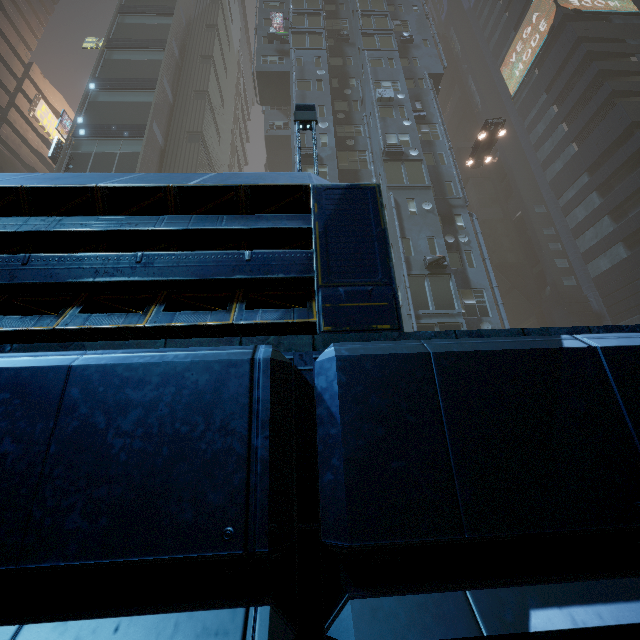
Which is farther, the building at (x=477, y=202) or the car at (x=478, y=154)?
the car at (x=478, y=154)

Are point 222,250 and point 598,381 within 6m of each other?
yes

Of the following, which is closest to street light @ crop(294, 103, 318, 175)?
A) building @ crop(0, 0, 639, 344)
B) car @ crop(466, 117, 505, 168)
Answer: building @ crop(0, 0, 639, 344)

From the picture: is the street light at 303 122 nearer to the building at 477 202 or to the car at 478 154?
the building at 477 202

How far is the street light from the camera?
6.01m

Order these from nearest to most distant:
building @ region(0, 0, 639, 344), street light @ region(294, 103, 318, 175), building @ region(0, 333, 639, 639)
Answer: building @ region(0, 333, 639, 639) → building @ region(0, 0, 639, 344) → street light @ region(294, 103, 318, 175)

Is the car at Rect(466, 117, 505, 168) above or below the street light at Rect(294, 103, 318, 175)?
above

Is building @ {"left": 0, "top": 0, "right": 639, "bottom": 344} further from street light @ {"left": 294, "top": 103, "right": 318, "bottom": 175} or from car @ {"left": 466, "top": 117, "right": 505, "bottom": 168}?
car @ {"left": 466, "top": 117, "right": 505, "bottom": 168}
